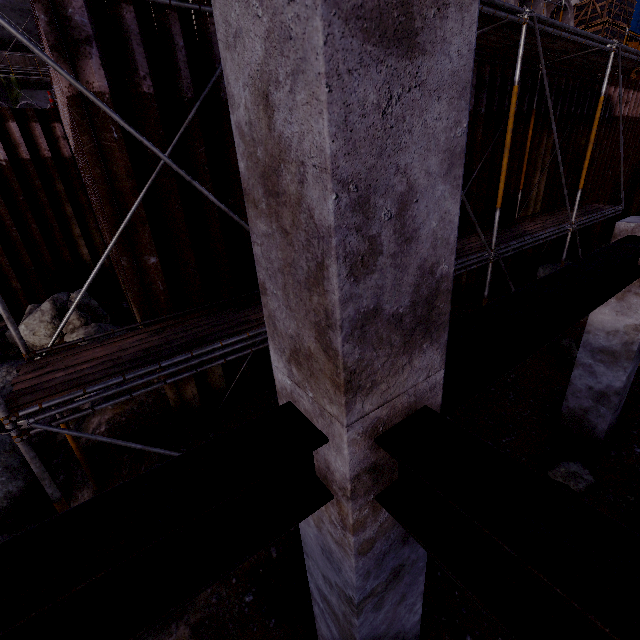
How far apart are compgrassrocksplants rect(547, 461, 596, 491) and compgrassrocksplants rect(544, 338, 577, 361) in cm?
315

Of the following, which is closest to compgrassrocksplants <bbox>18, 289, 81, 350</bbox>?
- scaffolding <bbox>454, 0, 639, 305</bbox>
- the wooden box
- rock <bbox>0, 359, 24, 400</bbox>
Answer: rock <bbox>0, 359, 24, 400</bbox>

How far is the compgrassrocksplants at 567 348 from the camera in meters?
7.5 m

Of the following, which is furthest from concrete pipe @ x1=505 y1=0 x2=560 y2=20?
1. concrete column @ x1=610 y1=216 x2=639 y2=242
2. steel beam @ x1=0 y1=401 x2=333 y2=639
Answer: steel beam @ x1=0 y1=401 x2=333 y2=639

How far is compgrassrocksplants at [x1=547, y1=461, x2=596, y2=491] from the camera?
4.8 meters

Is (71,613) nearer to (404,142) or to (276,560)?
(404,142)

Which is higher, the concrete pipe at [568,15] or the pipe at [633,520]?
the concrete pipe at [568,15]

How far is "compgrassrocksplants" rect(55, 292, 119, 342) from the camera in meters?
7.5
